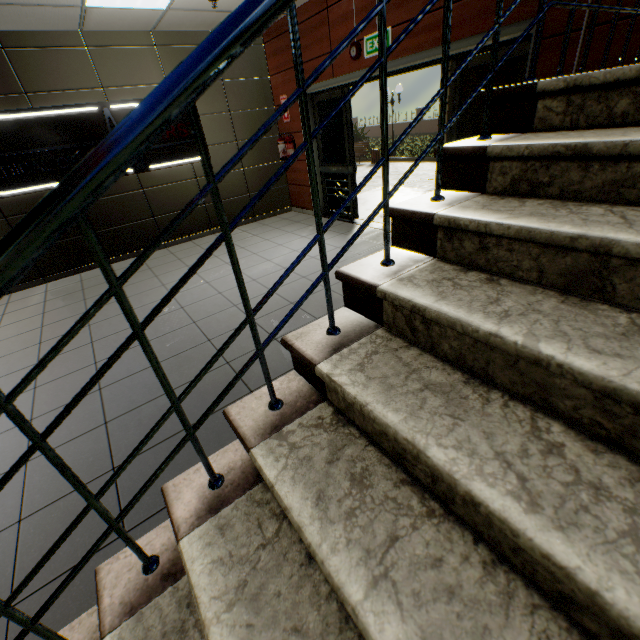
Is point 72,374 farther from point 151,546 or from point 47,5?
point 47,5

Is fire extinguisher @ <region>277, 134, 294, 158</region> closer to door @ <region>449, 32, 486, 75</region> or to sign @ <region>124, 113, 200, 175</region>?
door @ <region>449, 32, 486, 75</region>

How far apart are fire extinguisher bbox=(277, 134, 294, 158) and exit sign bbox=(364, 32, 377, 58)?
2.32m

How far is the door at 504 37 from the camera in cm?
299

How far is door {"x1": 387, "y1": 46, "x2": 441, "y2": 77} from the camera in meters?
3.7 m

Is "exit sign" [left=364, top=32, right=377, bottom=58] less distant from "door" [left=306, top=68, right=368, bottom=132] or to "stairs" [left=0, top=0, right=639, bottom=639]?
"door" [left=306, top=68, right=368, bottom=132]

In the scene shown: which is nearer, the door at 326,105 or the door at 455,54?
the door at 455,54
